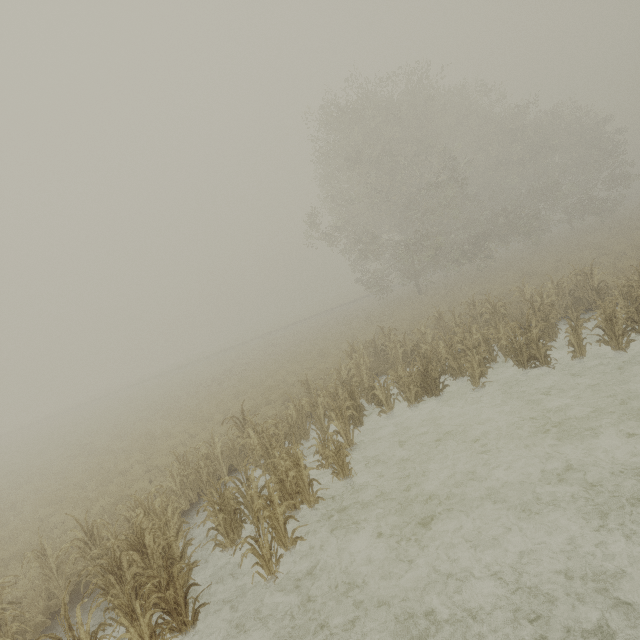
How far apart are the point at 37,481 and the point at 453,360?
20.8m
